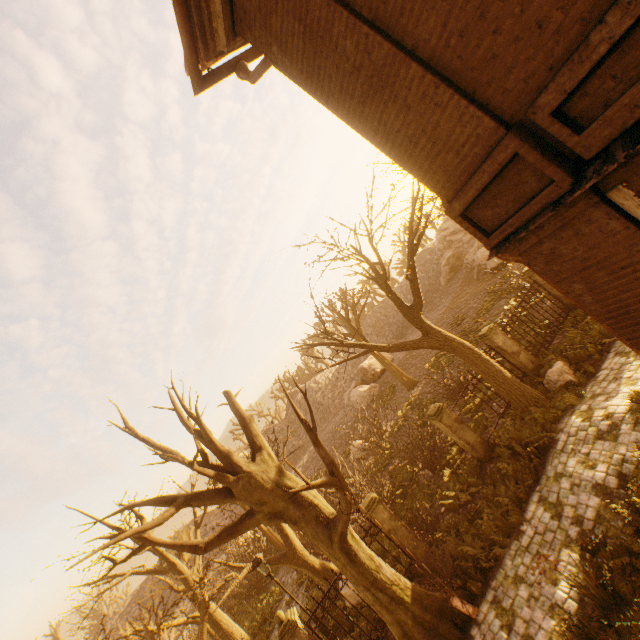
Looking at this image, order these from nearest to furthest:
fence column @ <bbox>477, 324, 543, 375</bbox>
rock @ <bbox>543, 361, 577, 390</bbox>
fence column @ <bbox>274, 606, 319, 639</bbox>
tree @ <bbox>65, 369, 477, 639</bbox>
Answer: tree @ <bbox>65, 369, 477, 639</bbox>
fence column @ <bbox>274, 606, 319, 639</bbox>
rock @ <bbox>543, 361, 577, 390</bbox>
fence column @ <bbox>477, 324, 543, 375</bbox>

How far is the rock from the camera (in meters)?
10.55

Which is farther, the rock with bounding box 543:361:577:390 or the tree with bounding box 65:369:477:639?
the rock with bounding box 543:361:577:390

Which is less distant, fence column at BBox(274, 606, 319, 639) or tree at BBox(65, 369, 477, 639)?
tree at BBox(65, 369, 477, 639)

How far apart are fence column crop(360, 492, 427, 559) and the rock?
6.66m

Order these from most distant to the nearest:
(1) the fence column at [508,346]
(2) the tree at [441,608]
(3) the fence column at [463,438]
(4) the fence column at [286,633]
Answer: (1) the fence column at [508,346]
(3) the fence column at [463,438]
(4) the fence column at [286,633]
(2) the tree at [441,608]

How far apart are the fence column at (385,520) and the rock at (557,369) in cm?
666

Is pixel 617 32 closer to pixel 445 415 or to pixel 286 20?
pixel 286 20
